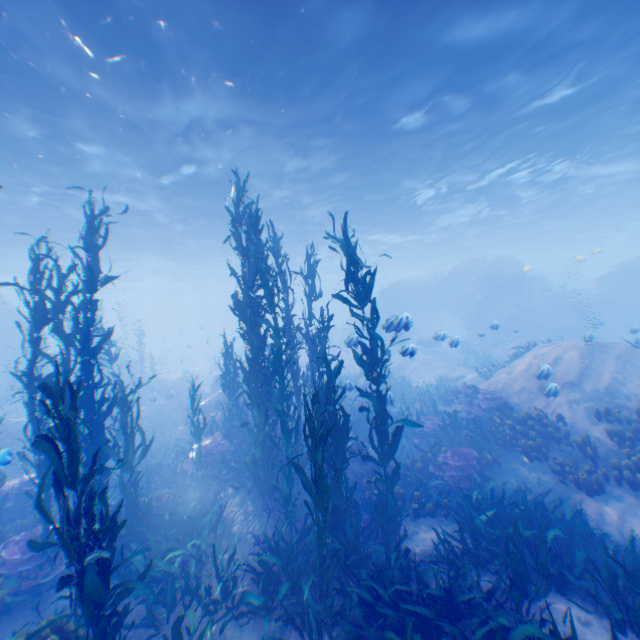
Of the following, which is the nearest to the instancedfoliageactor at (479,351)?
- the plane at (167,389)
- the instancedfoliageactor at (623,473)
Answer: the plane at (167,389)

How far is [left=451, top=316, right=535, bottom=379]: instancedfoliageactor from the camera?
15.3m

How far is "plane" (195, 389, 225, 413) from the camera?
18.2m

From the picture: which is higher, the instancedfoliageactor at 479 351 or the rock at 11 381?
the rock at 11 381

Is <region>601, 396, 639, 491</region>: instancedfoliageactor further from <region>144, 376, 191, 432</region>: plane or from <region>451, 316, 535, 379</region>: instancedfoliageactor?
<region>144, 376, 191, 432</region>: plane

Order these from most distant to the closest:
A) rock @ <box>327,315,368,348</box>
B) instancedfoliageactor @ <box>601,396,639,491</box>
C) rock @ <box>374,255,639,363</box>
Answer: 1. rock @ <box>374,255,639,363</box>
2. rock @ <box>327,315,368,348</box>
3. instancedfoliageactor @ <box>601,396,639,491</box>

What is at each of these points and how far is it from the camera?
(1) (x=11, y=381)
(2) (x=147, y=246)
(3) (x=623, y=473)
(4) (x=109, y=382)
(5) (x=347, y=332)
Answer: (1) rock, 26.4 meters
(2) light, 26.9 meters
(3) instancedfoliageactor, 7.3 meters
(4) instancedfoliageactor, 7.6 meters
(5) rock, 36.4 meters

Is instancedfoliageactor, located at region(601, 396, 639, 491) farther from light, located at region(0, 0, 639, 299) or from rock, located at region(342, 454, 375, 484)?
light, located at region(0, 0, 639, 299)
